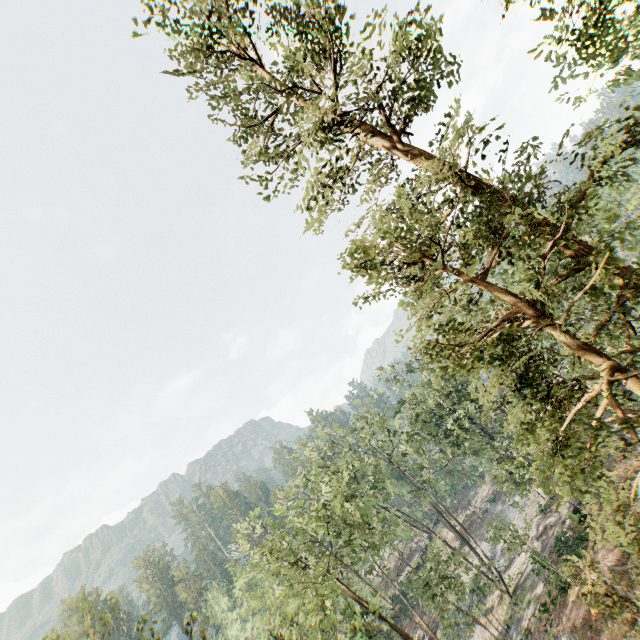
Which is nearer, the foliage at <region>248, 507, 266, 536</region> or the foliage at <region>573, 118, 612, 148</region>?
the foliage at <region>573, 118, 612, 148</region>

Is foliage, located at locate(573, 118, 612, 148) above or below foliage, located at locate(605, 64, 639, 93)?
below

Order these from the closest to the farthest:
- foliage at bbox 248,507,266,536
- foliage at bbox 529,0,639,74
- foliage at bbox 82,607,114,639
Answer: foliage at bbox 82,607,114,639
foliage at bbox 529,0,639,74
foliage at bbox 248,507,266,536

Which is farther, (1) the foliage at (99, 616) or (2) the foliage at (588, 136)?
(2) the foliage at (588, 136)

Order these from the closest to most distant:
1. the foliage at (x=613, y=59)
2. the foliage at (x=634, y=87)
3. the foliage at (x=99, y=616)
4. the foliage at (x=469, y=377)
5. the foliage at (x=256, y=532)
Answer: the foliage at (x=99, y=616) → the foliage at (x=469, y=377) → the foliage at (x=613, y=59) → the foliage at (x=634, y=87) → the foliage at (x=256, y=532)

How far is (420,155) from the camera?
12.0m
